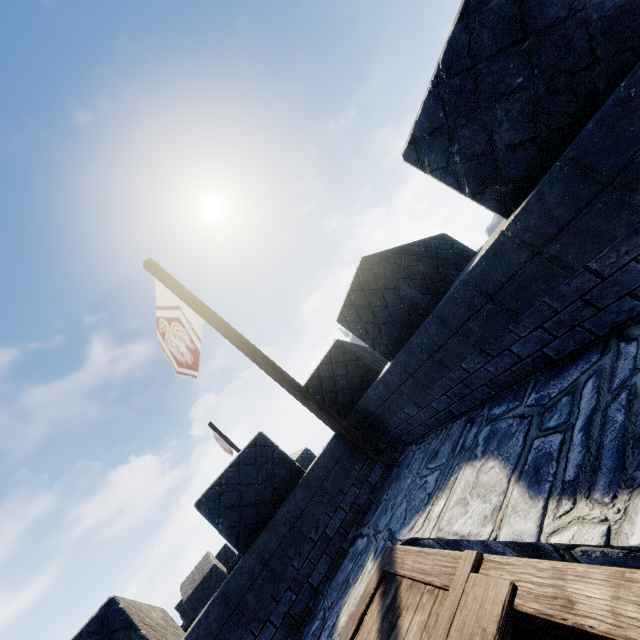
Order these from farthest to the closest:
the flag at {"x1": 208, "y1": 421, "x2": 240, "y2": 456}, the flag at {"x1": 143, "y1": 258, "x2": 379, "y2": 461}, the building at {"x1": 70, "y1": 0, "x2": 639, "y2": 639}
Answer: the flag at {"x1": 208, "y1": 421, "x2": 240, "y2": 456} < the flag at {"x1": 143, "y1": 258, "x2": 379, "y2": 461} < the building at {"x1": 70, "y1": 0, "x2": 639, "y2": 639}

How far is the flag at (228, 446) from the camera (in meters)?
14.97

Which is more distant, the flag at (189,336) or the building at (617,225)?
the flag at (189,336)

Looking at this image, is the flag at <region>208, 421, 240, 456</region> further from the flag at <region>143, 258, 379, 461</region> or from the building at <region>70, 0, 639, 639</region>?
the flag at <region>143, 258, 379, 461</region>

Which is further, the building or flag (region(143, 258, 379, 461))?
flag (region(143, 258, 379, 461))

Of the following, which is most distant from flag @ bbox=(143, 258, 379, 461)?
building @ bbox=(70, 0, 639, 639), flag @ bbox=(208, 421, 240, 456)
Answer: flag @ bbox=(208, 421, 240, 456)

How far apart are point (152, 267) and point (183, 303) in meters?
0.9 m

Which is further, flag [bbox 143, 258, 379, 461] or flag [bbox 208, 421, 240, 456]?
flag [bbox 208, 421, 240, 456]
